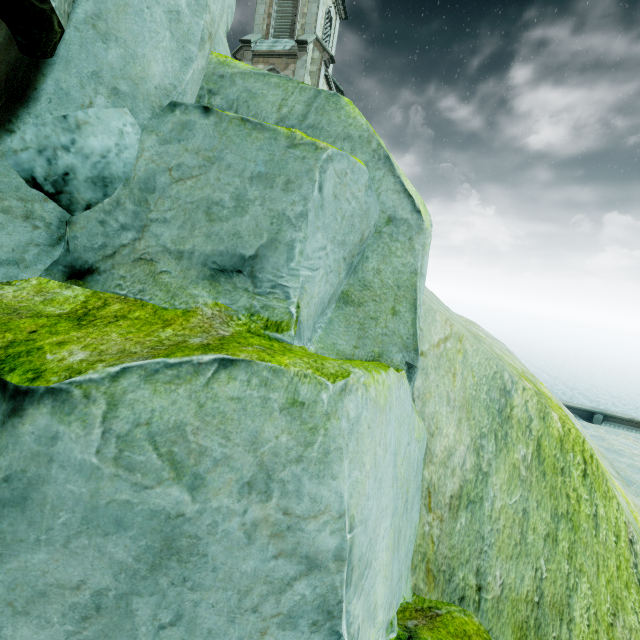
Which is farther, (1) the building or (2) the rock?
(1) the building

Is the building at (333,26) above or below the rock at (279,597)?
above

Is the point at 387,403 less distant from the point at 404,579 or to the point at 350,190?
the point at 350,190

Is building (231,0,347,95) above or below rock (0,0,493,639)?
above

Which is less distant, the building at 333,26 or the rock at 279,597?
the rock at 279,597
